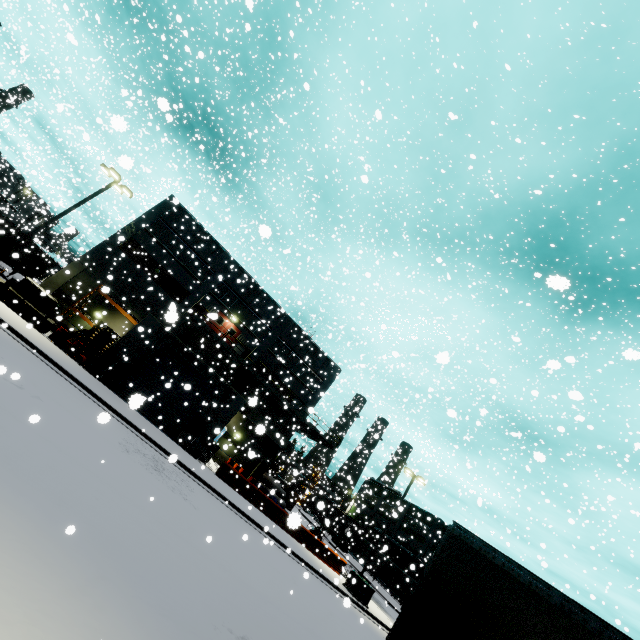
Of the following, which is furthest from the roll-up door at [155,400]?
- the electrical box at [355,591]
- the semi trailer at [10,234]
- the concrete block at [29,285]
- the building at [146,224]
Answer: the electrical box at [355,591]

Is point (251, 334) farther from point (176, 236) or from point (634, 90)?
point (634, 90)

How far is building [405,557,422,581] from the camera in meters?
8.9 m

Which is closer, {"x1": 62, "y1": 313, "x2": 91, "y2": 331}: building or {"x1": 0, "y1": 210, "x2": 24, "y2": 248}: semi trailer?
{"x1": 0, "y1": 210, "x2": 24, "y2": 248}: semi trailer

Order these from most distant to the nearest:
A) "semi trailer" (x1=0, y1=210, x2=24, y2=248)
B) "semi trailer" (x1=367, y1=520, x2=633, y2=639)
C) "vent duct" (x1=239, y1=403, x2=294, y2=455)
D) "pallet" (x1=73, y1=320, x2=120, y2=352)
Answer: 1. "semi trailer" (x1=0, y1=210, x2=24, y2=248)
2. "pallet" (x1=73, y1=320, x2=120, y2=352)
3. "vent duct" (x1=239, y1=403, x2=294, y2=455)
4. "semi trailer" (x1=367, y1=520, x2=633, y2=639)

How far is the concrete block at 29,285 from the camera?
18.8m

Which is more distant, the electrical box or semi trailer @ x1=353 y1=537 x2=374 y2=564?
semi trailer @ x1=353 y1=537 x2=374 y2=564

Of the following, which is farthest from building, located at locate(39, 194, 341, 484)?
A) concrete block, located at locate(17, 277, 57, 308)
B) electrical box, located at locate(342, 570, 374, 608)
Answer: electrical box, located at locate(342, 570, 374, 608)
